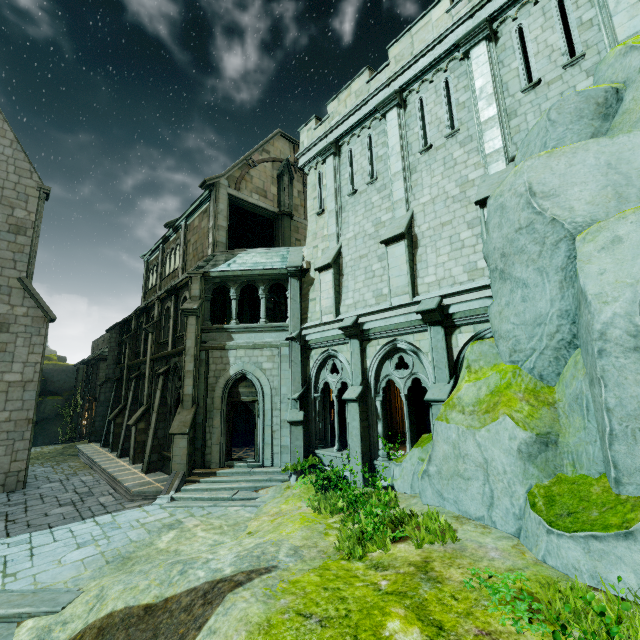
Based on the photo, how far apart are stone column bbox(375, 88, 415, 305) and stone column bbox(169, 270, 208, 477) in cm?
824

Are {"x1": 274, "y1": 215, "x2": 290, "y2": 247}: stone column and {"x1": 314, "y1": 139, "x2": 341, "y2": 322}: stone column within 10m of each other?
yes

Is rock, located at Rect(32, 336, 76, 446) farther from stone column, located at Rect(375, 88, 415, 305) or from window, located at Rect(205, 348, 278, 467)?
stone column, located at Rect(375, 88, 415, 305)

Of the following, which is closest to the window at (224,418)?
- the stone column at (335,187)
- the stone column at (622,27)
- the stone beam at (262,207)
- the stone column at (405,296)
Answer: the stone column at (335,187)

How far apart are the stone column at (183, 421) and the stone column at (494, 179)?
11.3m

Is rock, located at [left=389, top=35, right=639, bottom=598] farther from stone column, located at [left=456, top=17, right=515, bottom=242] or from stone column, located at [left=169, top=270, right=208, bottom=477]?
stone column, located at [left=169, top=270, right=208, bottom=477]

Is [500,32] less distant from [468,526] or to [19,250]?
[468,526]

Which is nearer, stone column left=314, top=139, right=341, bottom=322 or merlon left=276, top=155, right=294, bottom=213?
stone column left=314, top=139, right=341, bottom=322
